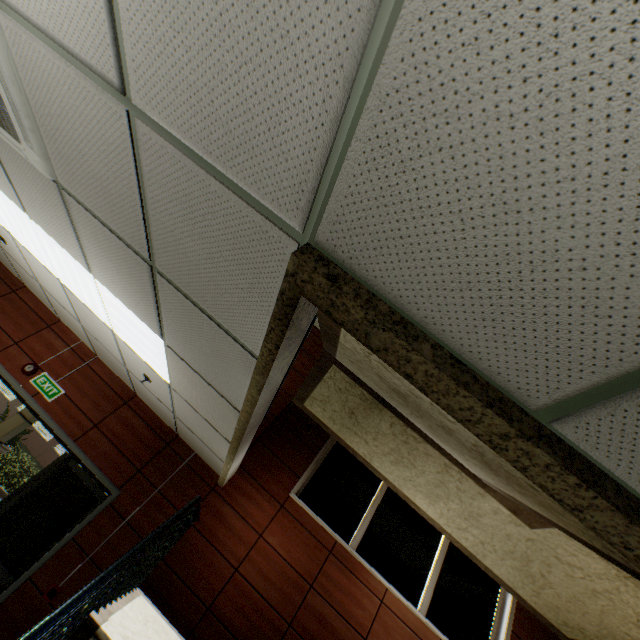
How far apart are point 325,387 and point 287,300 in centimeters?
401cm

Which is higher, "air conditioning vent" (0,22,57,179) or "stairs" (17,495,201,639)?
"air conditioning vent" (0,22,57,179)

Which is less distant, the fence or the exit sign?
the exit sign

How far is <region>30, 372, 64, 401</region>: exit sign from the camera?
5.0m

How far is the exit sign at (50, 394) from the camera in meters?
5.0 m

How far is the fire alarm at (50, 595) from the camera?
3.8m

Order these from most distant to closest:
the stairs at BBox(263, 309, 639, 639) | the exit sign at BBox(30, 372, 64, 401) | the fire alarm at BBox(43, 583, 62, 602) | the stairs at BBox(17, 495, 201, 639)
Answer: the exit sign at BBox(30, 372, 64, 401)
the fire alarm at BBox(43, 583, 62, 602)
the stairs at BBox(263, 309, 639, 639)
the stairs at BBox(17, 495, 201, 639)

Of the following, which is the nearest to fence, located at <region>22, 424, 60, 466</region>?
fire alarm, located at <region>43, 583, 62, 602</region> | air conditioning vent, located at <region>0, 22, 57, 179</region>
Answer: fire alarm, located at <region>43, 583, 62, 602</region>
